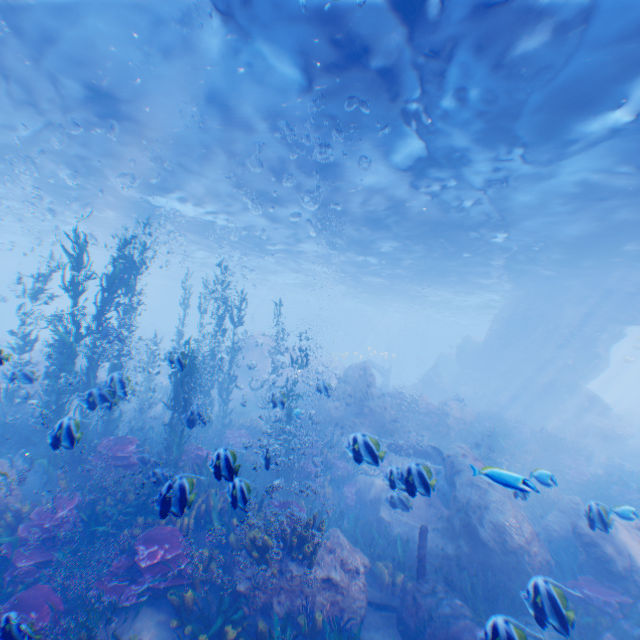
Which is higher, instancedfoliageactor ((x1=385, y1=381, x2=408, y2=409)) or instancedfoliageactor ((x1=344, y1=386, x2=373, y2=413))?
instancedfoliageactor ((x1=385, y1=381, x2=408, y2=409))

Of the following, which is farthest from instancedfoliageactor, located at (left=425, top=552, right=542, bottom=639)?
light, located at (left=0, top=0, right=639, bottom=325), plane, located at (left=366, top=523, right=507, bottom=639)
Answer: light, located at (left=0, top=0, right=639, bottom=325)

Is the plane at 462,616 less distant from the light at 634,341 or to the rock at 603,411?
the rock at 603,411

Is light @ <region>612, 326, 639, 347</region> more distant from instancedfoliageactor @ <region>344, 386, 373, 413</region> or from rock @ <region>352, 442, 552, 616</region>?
instancedfoliageactor @ <region>344, 386, 373, 413</region>

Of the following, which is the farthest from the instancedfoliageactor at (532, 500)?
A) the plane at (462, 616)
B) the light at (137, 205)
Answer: the light at (137, 205)

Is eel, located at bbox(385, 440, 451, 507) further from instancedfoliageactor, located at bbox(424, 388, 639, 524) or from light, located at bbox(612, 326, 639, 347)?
light, located at bbox(612, 326, 639, 347)

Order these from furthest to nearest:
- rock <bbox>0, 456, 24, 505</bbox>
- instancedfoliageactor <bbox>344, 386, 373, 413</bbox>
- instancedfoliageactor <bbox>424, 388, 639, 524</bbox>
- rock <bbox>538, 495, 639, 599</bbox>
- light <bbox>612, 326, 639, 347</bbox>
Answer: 1. light <bbox>612, 326, 639, 347</bbox>
2. instancedfoliageactor <bbox>344, 386, 373, 413</bbox>
3. rock <bbox>538, 495, 639, 599</bbox>
4. instancedfoliageactor <bbox>424, 388, 639, 524</bbox>
5. rock <bbox>0, 456, 24, 505</bbox>

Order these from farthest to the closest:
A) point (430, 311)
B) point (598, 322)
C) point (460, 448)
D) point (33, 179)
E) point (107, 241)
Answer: point (430, 311) < point (107, 241) < point (598, 322) < point (33, 179) < point (460, 448)
